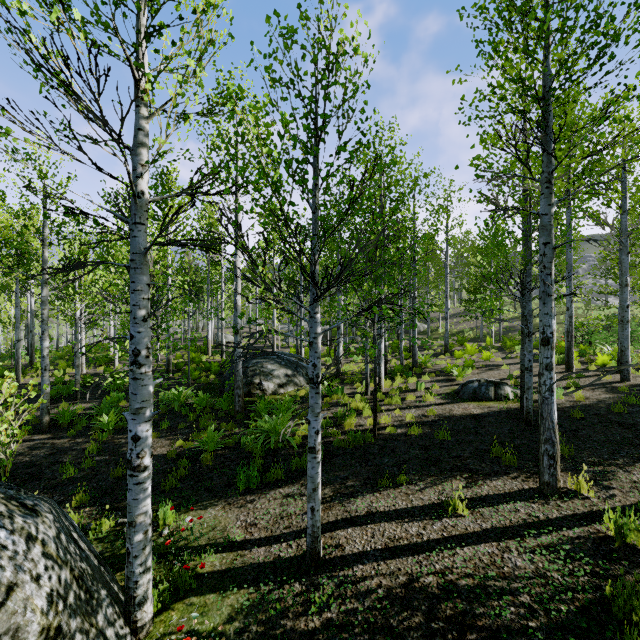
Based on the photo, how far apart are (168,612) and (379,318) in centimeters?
958cm

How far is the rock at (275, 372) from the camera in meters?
12.4

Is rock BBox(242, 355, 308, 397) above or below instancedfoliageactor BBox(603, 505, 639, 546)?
above

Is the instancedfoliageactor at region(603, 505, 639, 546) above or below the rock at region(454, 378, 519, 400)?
below

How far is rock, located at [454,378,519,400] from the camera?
9.67m

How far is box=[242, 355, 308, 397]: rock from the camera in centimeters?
1240cm

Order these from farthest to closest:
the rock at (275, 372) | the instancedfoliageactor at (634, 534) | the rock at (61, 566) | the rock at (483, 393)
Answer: the rock at (275, 372) → the rock at (483, 393) → the instancedfoliageactor at (634, 534) → the rock at (61, 566)

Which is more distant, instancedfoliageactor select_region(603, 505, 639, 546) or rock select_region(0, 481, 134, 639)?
instancedfoliageactor select_region(603, 505, 639, 546)
